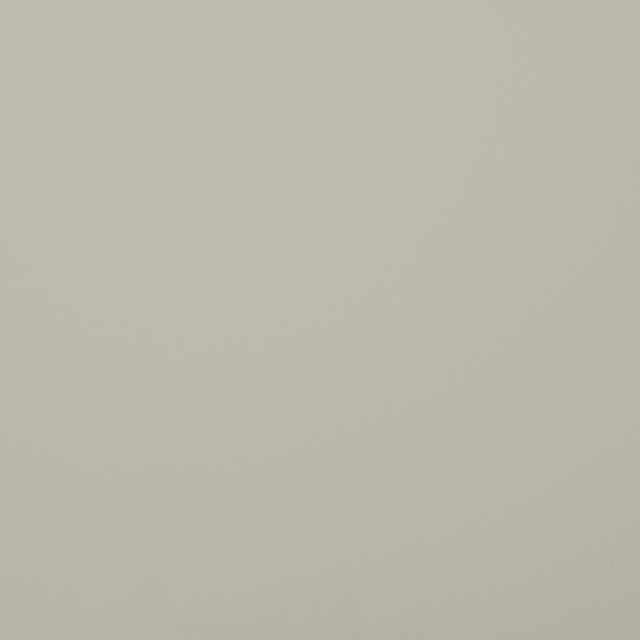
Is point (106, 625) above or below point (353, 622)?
below
